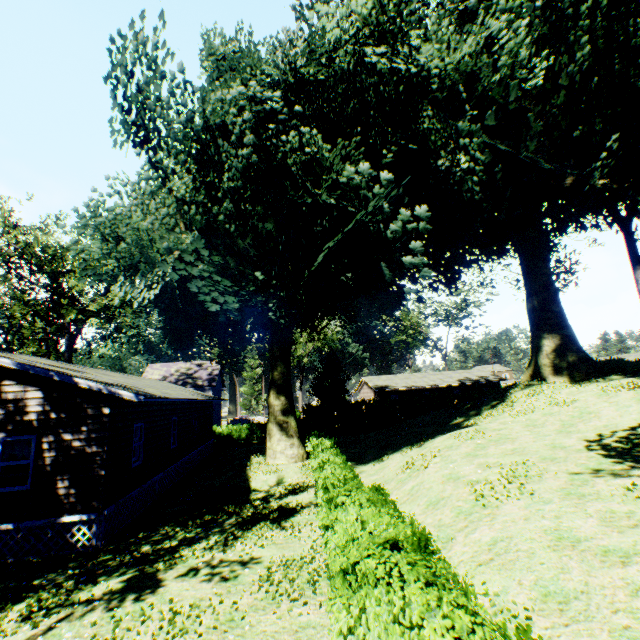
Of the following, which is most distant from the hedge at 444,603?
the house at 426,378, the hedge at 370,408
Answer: the house at 426,378

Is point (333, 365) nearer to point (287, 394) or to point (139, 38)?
point (287, 394)

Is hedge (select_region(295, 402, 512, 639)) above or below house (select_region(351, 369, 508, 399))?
below

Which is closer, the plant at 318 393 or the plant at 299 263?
the plant at 299 263

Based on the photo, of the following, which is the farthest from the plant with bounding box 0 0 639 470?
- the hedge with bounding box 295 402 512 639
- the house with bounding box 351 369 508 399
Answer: the house with bounding box 351 369 508 399

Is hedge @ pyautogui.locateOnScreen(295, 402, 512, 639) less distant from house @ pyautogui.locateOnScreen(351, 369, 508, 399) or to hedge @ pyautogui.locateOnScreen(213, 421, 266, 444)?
hedge @ pyautogui.locateOnScreen(213, 421, 266, 444)

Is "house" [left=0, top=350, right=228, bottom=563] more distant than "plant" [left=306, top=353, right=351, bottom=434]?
No

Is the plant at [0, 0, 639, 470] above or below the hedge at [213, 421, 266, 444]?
above
